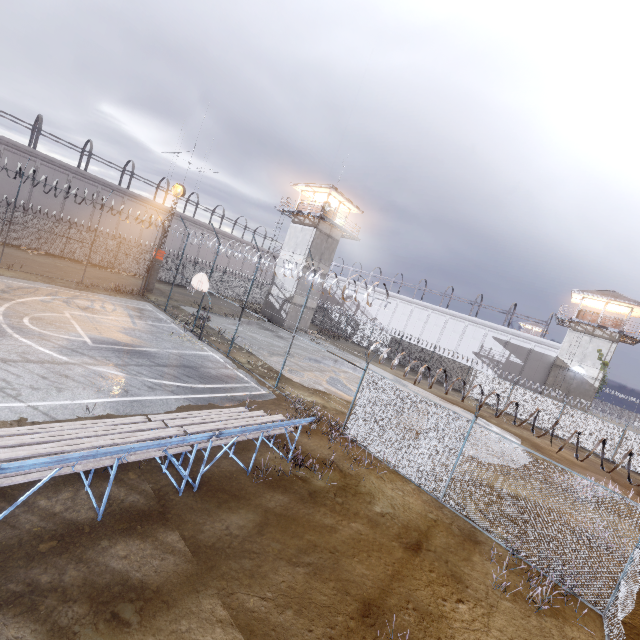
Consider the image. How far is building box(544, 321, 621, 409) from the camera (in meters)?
32.03

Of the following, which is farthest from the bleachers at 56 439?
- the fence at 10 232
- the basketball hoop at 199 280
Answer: the basketball hoop at 199 280

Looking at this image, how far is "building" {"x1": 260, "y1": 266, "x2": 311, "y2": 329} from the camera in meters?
33.3

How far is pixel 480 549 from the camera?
8.4 meters

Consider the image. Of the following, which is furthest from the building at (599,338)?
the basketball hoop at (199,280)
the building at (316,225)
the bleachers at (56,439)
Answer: the bleachers at (56,439)

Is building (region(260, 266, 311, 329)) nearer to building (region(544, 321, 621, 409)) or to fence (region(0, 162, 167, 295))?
fence (region(0, 162, 167, 295))

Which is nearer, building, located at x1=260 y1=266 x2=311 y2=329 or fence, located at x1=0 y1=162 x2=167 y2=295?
fence, located at x1=0 y1=162 x2=167 y2=295
